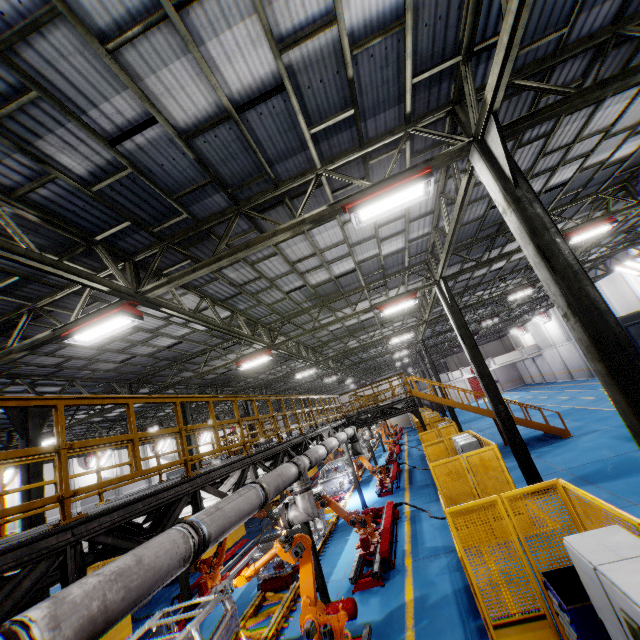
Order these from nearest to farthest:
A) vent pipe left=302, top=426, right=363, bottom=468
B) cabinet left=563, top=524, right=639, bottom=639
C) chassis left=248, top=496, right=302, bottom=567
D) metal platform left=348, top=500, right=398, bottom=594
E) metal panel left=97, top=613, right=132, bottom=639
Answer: cabinet left=563, top=524, right=639, bottom=639 < metal platform left=348, top=500, right=398, bottom=594 < vent pipe left=302, top=426, right=363, bottom=468 < metal panel left=97, top=613, right=132, bottom=639 < chassis left=248, top=496, right=302, bottom=567

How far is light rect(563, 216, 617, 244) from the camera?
11.66m

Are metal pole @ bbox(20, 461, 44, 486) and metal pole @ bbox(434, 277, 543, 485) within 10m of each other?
no

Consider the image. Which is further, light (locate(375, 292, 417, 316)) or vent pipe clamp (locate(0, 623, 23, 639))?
light (locate(375, 292, 417, 316))

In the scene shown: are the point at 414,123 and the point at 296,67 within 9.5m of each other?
yes

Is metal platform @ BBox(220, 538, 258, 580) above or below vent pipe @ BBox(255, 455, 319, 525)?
below

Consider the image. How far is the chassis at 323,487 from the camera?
17.12m

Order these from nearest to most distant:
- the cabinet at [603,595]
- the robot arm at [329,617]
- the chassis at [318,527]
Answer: the cabinet at [603,595], the robot arm at [329,617], the chassis at [318,527]
